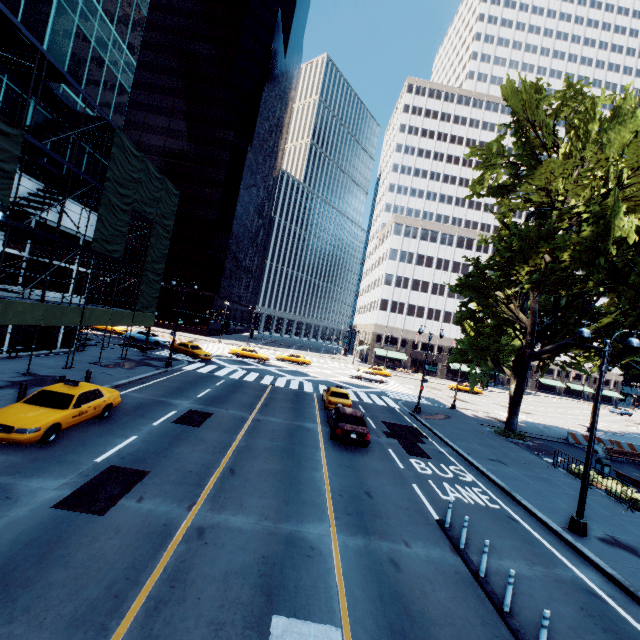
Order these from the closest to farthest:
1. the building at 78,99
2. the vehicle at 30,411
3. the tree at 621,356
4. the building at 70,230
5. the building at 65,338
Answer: the vehicle at 30,411, the tree at 621,356, the building at 78,99, the building at 70,230, the building at 65,338

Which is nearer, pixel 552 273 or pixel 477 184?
pixel 552 273

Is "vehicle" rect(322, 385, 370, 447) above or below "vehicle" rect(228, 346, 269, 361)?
below

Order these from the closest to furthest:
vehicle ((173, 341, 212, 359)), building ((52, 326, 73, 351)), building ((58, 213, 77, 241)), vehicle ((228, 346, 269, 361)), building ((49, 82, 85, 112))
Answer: building ((49, 82, 85, 112)) → building ((58, 213, 77, 241)) → building ((52, 326, 73, 351)) → vehicle ((173, 341, 212, 359)) → vehicle ((228, 346, 269, 361))

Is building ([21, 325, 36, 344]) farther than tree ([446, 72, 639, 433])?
Yes

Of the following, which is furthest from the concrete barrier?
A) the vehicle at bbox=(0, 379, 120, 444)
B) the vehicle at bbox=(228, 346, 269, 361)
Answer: the vehicle at bbox=(0, 379, 120, 444)

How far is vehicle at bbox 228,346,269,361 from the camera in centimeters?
4147cm

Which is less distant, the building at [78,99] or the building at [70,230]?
the building at [78,99]
